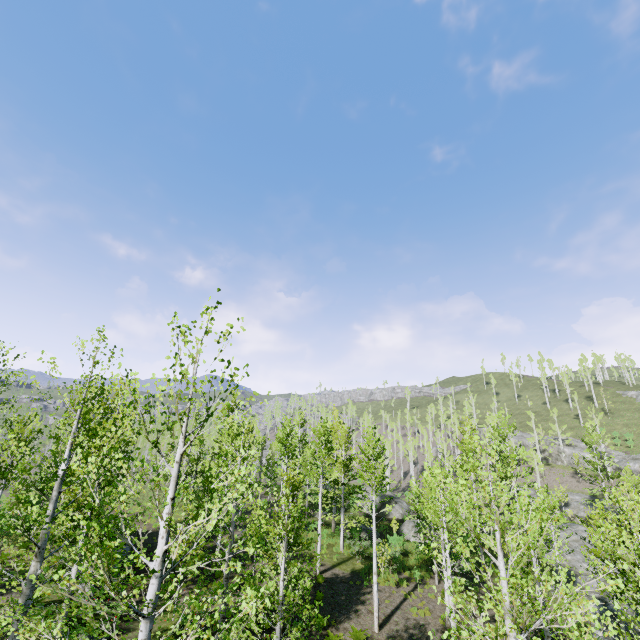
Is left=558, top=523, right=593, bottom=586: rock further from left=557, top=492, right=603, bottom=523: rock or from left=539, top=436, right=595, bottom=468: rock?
left=539, top=436, right=595, bottom=468: rock

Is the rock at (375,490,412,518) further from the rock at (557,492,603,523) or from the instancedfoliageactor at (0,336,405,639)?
the rock at (557,492,603,523)

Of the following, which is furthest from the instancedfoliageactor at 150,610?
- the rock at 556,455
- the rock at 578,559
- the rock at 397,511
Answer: the rock at 556,455

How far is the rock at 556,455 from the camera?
51.2m

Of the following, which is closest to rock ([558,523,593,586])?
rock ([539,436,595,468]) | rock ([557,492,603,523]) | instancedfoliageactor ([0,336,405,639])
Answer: instancedfoliageactor ([0,336,405,639])

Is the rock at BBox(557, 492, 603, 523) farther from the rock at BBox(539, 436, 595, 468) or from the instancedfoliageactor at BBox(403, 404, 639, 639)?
the rock at BBox(539, 436, 595, 468)

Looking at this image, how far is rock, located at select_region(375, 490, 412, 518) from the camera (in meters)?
35.96

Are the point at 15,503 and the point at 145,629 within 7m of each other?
yes
